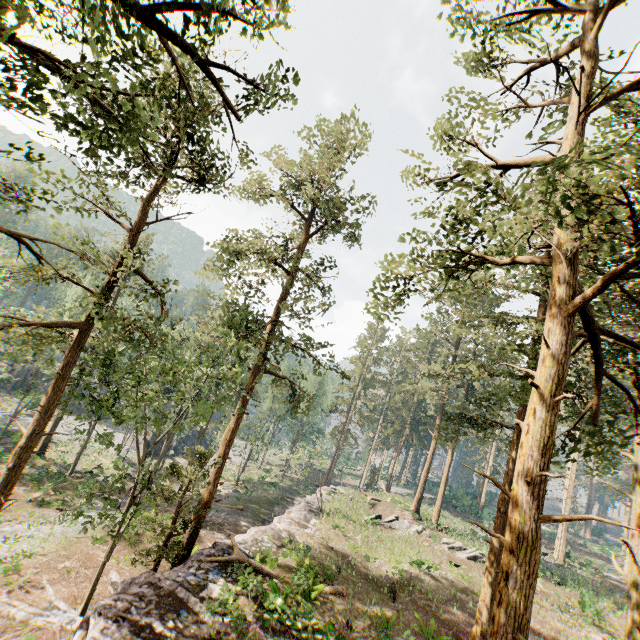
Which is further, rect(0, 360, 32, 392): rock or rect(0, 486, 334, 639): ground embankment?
rect(0, 360, 32, 392): rock

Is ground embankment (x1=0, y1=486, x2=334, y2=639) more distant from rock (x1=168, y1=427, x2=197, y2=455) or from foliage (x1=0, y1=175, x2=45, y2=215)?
rock (x1=168, y1=427, x2=197, y2=455)

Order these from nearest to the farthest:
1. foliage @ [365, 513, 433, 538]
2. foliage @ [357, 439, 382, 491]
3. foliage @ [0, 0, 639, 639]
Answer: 1. foliage @ [0, 0, 639, 639]
2. foliage @ [365, 513, 433, 538]
3. foliage @ [357, 439, 382, 491]

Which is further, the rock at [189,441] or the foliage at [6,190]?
the rock at [189,441]

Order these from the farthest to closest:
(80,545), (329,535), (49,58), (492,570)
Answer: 1. (329,535)
2. (80,545)
3. (492,570)
4. (49,58)

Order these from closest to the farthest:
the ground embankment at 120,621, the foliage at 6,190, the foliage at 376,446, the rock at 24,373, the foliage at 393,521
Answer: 1. the foliage at 6,190
2. the ground embankment at 120,621
3. the foliage at 393,521
4. the rock at 24,373
5. the foliage at 376,446

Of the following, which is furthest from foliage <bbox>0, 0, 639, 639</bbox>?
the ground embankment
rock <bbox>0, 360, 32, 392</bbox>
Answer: rock <bbox>0, 360, 32, 392</bbox>
